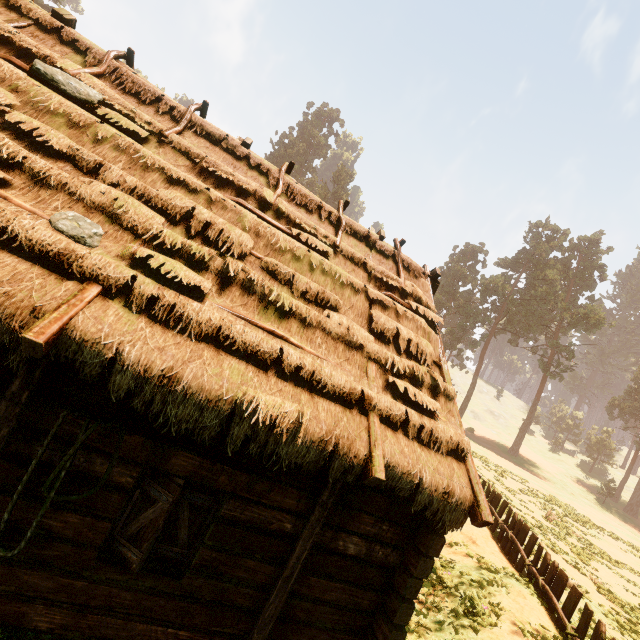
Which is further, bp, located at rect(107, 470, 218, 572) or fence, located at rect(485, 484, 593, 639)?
fence, located at rect(485, 484, 593, 639)

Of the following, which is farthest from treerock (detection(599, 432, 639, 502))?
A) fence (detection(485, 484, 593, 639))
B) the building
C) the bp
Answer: the bp

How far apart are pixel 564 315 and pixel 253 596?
53.4m

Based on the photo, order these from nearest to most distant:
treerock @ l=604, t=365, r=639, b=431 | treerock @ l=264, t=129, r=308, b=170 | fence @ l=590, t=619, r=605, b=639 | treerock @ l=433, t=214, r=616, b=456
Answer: fence @ l=590, t=619, r=605, b=639 < treerock @ l=433, t=214, r=616, b=456 < treerock @ l=604, t=365, r=639, b=431 < treerock @ l=264, t=129, r=308, b=170

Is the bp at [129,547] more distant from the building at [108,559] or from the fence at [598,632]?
the fence at [598,632]

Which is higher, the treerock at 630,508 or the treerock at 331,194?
the treerock at 331,194

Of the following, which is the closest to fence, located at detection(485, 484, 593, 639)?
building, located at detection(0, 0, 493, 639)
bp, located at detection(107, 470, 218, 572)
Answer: building, located at detection(0, 0, 493, 639)

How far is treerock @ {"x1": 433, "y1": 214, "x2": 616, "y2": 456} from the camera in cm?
4619
